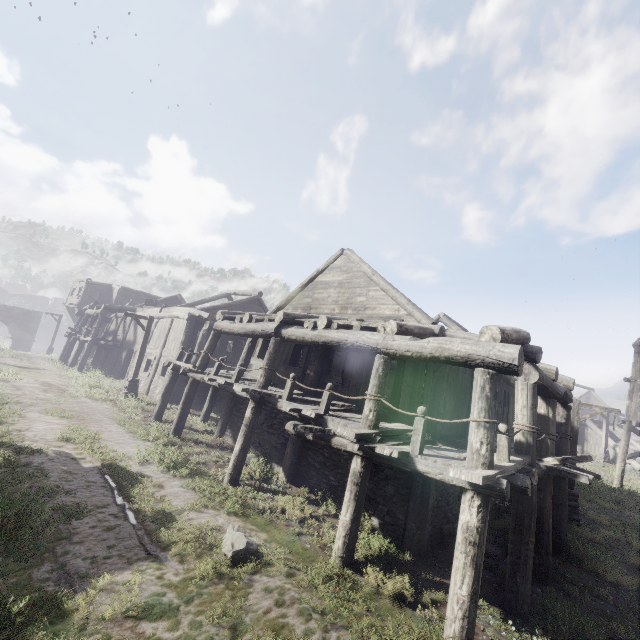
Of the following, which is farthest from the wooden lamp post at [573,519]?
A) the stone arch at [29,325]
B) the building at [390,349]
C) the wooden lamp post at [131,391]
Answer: the stone arch at [29,325]

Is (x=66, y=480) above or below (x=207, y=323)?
below

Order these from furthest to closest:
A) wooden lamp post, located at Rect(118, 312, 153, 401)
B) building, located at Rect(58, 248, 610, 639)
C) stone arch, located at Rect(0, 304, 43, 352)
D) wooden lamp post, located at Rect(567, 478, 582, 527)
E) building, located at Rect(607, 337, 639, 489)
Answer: stone arch, located at Rect(0, 304, 43, 352) < building, located at Rect(607, 337, 639, 489) < wooden lamp post, located at Rect(118, 312, 153, 401) < wooden lamp post, located at Rect(567, 478, 582, 527) < building, located at Rect(58, 248, 610, 639)

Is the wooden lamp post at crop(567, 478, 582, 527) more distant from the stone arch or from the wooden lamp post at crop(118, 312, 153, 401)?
the stone arch

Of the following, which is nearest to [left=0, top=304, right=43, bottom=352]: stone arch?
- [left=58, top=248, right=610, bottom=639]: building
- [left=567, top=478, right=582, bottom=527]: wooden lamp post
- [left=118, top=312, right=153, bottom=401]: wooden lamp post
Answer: [left=58, top=248, right=610, bottom=639]: building

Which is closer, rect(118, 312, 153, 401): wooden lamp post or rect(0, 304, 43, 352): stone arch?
rect(118, 312, 153, 401): wooden lamp post

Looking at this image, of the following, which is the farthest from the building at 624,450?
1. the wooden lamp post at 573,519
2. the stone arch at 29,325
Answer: the wooden lamp post at 573,519
